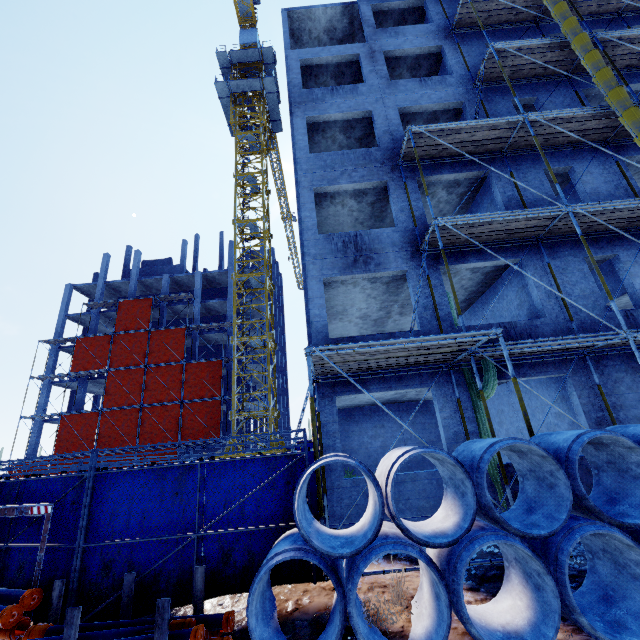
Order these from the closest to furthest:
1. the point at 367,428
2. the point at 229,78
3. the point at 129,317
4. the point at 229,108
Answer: the point at 367,428 → the point at 229,108 → the point at 229,78 → the point at 129,317

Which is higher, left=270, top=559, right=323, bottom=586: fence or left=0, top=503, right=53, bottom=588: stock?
left=0, top=503, right=53, bottom=588: stock

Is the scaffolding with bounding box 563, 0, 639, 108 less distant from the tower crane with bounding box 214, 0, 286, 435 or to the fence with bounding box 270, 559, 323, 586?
the fence with bounding box 270, 559, 323, 586

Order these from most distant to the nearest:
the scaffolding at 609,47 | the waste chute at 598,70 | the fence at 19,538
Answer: the scaffolding at 609,47
the waste chute at 598,70
the fence at 19,538

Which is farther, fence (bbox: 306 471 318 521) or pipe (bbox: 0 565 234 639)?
fence (bbox: 306 471 318 521)

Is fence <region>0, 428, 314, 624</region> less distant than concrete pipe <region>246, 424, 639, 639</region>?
No

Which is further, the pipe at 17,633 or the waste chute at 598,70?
the waste chute at 598,70

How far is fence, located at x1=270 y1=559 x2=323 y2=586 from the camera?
5.2 meters
